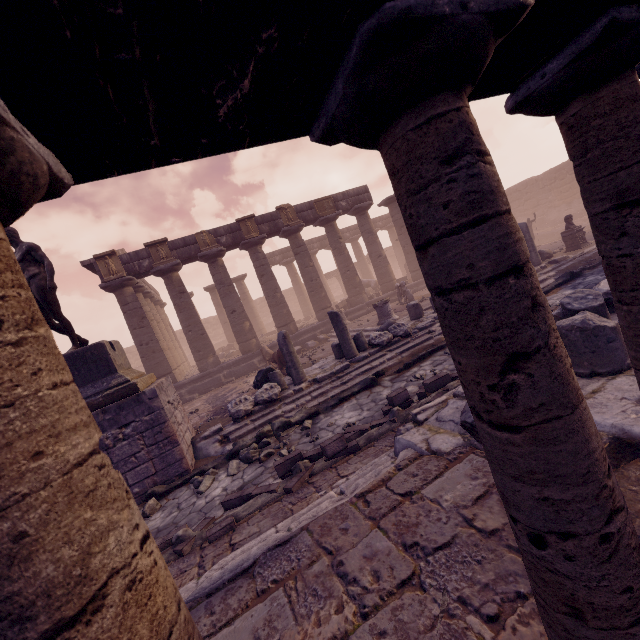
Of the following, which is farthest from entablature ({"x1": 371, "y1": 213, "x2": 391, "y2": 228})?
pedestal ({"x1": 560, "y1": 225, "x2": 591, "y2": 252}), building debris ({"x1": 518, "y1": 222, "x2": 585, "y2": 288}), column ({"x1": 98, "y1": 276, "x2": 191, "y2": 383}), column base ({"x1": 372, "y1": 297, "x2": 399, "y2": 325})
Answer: pedestal ({"x1": 560, "y1": 225, "x2": 591, "y2": 252})

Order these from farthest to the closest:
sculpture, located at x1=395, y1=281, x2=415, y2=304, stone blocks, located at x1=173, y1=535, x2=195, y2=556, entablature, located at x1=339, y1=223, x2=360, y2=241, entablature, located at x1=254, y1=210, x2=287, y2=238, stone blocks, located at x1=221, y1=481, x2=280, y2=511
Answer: entablature, located at x1=339, y1=223, x2=360, y2=241
entablature, located at x1=254, y1=210, x2=287, y2=238
sculpture, located at x1=395, y1=281, x2=415, y2=304
stone blocks, located at x1=221, y1=481, x2=280, y2=511
stone blocks, located at x1=173, y1=535, x2=195, y2=556

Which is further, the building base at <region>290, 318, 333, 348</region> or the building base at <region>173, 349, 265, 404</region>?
the building base at <region>290, 318, 333, 348</region>

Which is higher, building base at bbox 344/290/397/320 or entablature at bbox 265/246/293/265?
entablature at bbox 265/246/293/265

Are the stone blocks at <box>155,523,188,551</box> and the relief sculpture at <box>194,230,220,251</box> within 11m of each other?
no

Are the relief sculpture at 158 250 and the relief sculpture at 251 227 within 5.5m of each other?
yes

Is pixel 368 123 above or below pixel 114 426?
above

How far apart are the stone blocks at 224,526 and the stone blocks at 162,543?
0.5 meters
